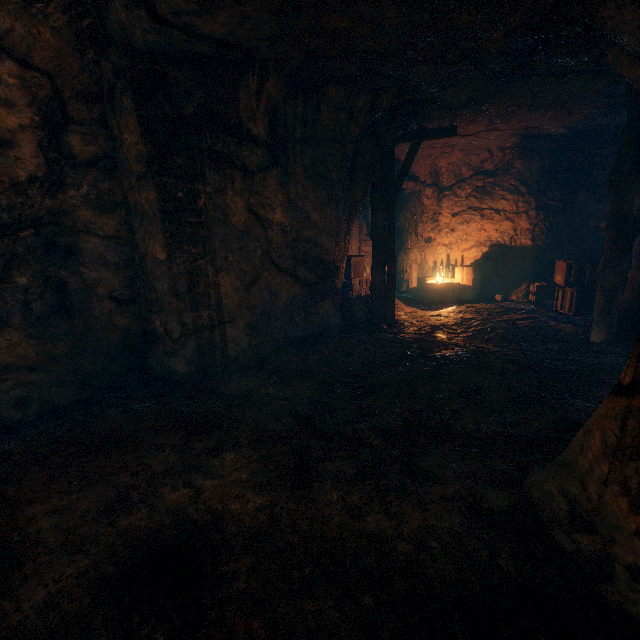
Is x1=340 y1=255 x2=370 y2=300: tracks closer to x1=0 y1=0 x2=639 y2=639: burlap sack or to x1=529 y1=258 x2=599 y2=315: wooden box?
x1=529 y1=258 x2=599 y2=315: wooden box

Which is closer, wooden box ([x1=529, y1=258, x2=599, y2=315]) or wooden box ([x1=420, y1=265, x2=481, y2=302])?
wooden box ([x1=529, y1=258, x2=599, y2=315])

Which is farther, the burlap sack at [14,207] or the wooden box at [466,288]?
the wooden box at [466,288]

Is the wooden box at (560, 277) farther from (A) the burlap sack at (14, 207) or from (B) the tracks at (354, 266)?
(A) the burlap sack at (14, 207)

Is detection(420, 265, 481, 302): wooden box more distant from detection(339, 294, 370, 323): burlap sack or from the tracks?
detection(339, 294, 370, 323): burlap sack

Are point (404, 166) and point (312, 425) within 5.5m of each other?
no

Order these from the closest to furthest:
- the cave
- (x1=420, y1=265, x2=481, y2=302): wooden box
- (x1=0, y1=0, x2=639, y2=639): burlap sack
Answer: (x1=0, y1=0, x2=639, y2=639): burlap sack < the cave < (x1=420, y1=265, x2=481, y2=302): wooden box

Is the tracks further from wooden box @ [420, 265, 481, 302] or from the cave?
wooden box @ [420, 265, 481, 302]
